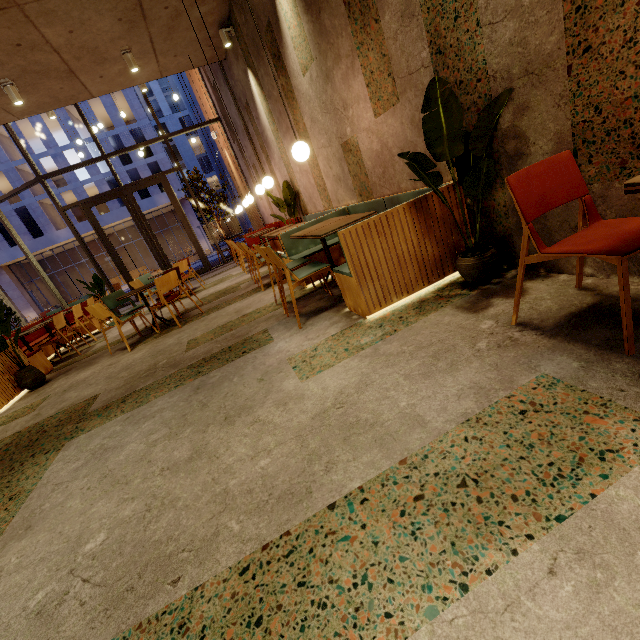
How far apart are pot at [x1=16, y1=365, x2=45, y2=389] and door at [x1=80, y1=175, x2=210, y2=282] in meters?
7.0 m

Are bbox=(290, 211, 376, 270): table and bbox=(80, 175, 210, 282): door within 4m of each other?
no

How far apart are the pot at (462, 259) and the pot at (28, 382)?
6.2 meters

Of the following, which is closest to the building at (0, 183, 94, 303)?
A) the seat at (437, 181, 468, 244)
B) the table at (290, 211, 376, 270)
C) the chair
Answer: the seat at (437, 181, 468, 244)

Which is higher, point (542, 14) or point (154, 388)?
point (542, 14)

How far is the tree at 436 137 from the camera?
2.0m

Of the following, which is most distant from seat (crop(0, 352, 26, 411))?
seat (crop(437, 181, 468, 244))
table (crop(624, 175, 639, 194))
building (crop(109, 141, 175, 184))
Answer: building (crop(109, 141, 175, 184))

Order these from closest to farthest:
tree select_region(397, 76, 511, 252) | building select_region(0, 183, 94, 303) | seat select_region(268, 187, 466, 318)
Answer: tree select_region(397, 76, 511, 252) < seat select_region(268, 187, 466, 318) < building select_region(0, 183, 94, 303)
